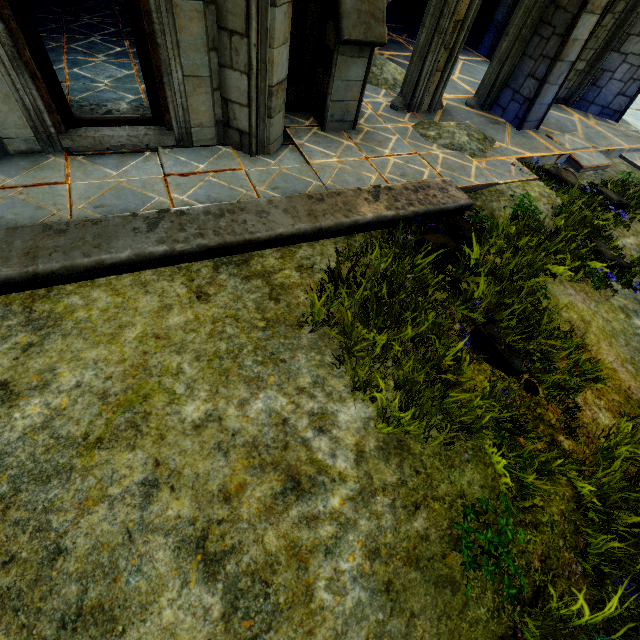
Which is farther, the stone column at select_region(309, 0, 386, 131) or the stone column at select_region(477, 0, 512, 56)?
the stone column at select_region(477, 0, 512, 56)

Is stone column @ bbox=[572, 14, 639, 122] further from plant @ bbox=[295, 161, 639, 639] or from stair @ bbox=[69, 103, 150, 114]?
stair @ bbox=[69, 103, 150, 114]

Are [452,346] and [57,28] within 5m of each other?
no

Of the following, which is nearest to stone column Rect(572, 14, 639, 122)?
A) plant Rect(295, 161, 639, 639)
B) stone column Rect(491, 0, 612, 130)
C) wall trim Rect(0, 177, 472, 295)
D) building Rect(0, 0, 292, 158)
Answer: stone column Rect(491, 0, 612, 130)

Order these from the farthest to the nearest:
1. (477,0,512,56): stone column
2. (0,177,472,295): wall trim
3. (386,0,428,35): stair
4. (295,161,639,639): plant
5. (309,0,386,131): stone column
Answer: (386,0,428,35): stair → (477,0,512,56): stone column → (309,0,386,131): stone column → (0,177,472,295): wall trim → (295,161,639,639): plant

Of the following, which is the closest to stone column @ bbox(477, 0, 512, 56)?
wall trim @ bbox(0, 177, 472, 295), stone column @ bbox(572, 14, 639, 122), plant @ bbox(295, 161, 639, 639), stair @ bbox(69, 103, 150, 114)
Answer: stone column @ bbox(572, 14, 639, 122)

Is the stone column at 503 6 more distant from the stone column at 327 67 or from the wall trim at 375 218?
the wall trim at 375 218

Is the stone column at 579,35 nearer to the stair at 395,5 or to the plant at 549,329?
the stair at 395,5
